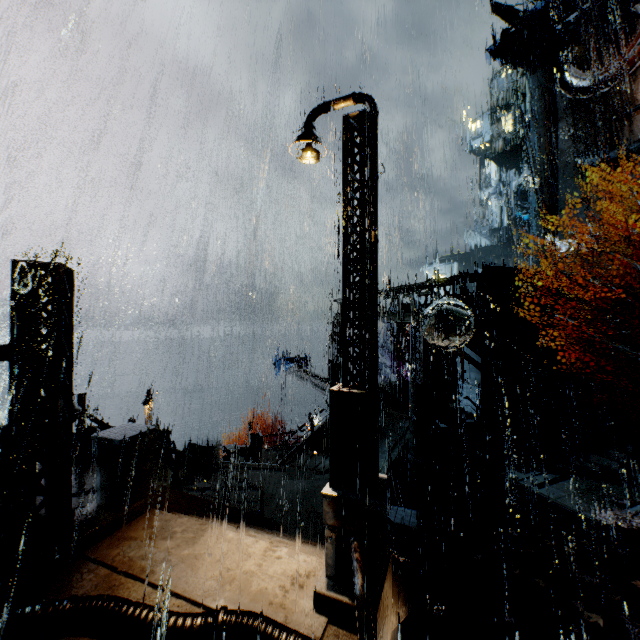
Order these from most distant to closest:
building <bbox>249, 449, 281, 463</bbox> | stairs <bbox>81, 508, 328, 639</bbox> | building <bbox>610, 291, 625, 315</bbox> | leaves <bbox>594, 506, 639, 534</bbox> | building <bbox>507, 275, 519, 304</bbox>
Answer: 1. building <bbox>610, 291, 625, 315</bbox>
2. building <bbox>249, 449, 281, 463</bbox>
3. building <bbox>507, 275, 519, 304</bbox>
4. leaves <bbox>594, 506, 639, 534</bbox>
5. stairs <bbox>81, 508, 328, 639</bbox>

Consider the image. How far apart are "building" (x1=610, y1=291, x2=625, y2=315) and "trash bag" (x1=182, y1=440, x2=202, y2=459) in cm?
2870

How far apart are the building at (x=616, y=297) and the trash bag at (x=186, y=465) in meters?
28.7 m

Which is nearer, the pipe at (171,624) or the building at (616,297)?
the pipe at (171,624)

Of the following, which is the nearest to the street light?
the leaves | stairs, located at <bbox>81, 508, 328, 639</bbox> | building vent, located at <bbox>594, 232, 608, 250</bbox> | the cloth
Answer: stairs, located at <bbox>81, 508, 328, 639</bbox>

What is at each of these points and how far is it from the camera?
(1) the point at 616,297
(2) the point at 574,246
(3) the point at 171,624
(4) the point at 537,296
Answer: (1) building, 23.8m
(2) building vent, 31.9m
(3) pipe, 4.0m
(4) building, 20.3m

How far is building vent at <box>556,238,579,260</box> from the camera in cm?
3181

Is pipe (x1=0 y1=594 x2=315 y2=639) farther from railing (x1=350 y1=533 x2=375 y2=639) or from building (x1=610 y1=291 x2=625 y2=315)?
building (x1=610 y1=291 x2=625 y2=315)
